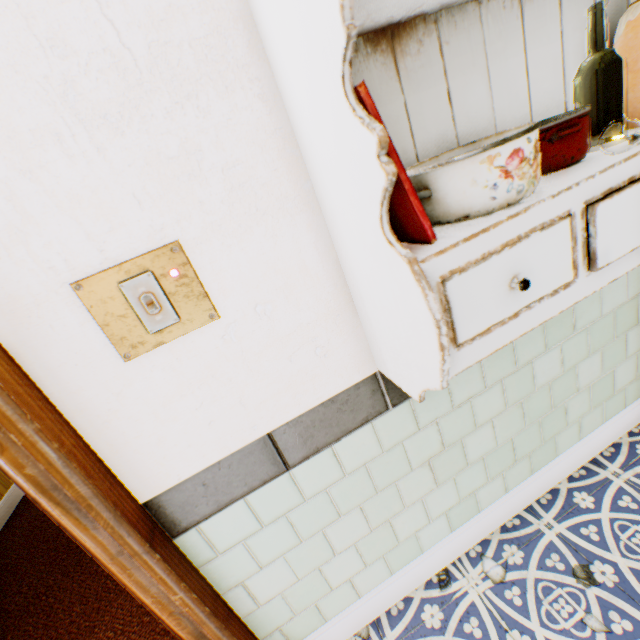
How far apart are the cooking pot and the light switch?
0.60m

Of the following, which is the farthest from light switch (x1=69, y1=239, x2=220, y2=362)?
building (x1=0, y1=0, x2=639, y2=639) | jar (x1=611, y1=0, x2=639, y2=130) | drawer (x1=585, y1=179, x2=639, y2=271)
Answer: jar (x1=611, y1=0, x2=639, y2=130)

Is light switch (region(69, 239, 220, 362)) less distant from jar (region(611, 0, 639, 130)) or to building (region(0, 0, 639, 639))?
building (region(0, 0, 639, 639))

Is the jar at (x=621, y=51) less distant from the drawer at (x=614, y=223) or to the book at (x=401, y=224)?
the drawer at (x=614, y=223)

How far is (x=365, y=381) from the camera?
1.1 meters

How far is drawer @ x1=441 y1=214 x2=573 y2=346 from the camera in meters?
0.6

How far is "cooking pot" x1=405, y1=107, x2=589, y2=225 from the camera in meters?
0.6 m

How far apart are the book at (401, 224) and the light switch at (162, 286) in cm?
43
